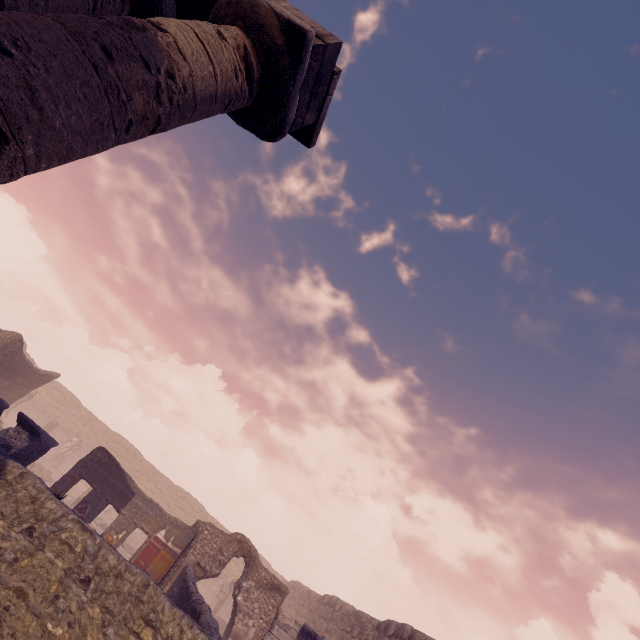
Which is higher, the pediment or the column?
the pediment

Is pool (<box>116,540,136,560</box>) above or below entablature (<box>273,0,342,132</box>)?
below

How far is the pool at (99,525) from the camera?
17.64m

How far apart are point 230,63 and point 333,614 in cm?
2494

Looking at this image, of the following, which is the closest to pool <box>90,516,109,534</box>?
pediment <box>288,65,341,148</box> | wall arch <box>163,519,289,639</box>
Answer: wall arch <box>163,519,289,639</box>

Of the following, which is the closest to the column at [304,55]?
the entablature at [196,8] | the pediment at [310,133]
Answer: the entablature at [196,8]

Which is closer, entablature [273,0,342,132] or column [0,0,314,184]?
column [0,0,314,184]

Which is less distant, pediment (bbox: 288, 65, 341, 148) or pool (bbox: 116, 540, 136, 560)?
pediment (bbox: 288, 65, 341, 148)
